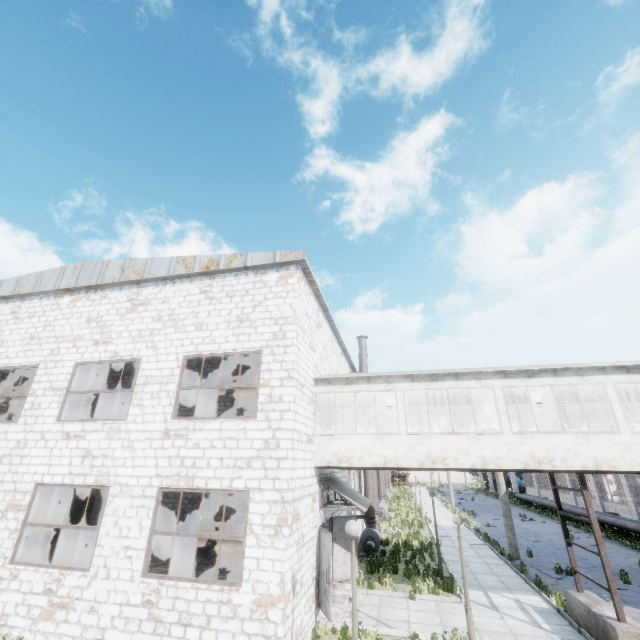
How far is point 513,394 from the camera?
13.68m

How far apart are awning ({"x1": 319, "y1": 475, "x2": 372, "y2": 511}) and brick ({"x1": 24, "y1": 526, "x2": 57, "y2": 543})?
17.5m

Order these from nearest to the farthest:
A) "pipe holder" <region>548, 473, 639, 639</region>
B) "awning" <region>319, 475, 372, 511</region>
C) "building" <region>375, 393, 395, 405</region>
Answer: "pipe holder" <region>548, 473, 639, 639</region> → "awning" <region>319, 475, 372, 511</region> → "building" <region>375, 393, 395, 405</region>

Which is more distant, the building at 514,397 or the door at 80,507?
the door at 80,507

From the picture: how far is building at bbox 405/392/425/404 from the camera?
14.4m

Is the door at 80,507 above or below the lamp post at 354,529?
below

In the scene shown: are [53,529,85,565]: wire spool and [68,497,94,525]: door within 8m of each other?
yes

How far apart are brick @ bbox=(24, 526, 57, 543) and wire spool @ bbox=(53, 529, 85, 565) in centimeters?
521cm
